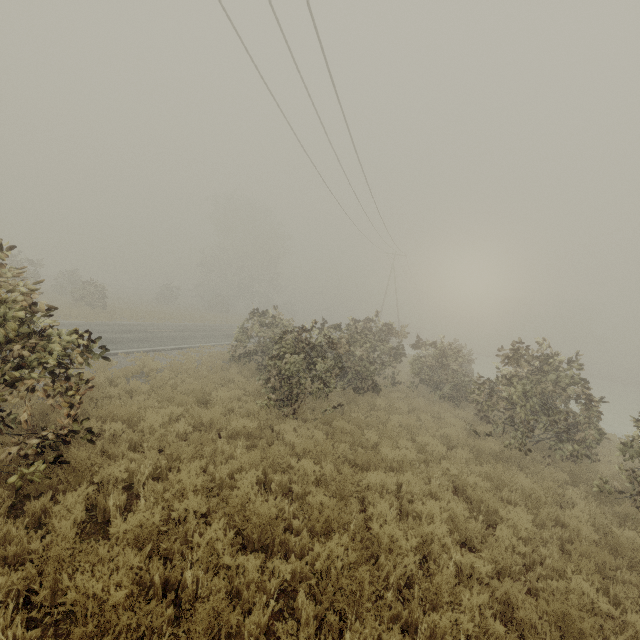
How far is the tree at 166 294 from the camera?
40.5m

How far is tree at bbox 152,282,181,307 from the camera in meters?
40.5

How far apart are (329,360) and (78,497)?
6.94m
